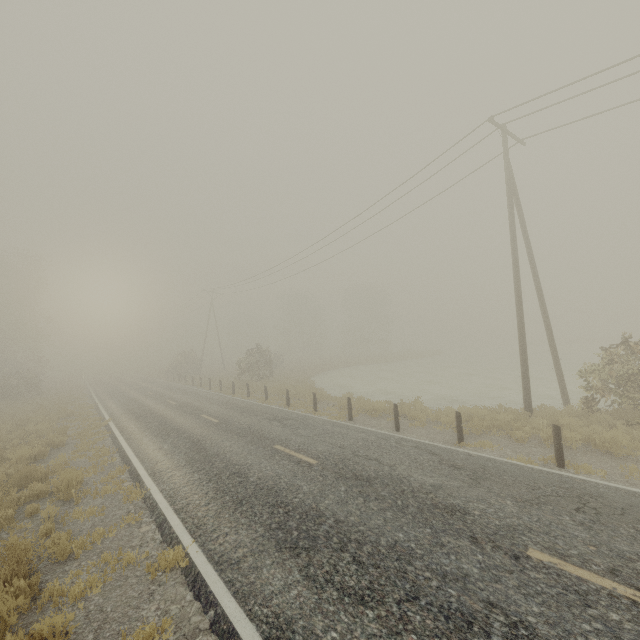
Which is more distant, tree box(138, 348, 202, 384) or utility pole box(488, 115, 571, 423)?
tree box(138, 348, 202, 384)

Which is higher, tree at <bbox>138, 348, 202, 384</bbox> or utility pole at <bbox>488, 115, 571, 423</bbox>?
utility pole at <bbox>488, 115, 571, 423</bbox>

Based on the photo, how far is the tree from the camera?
40.56m

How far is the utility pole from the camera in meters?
12.7

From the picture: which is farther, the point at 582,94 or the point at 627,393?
the point at 582,94

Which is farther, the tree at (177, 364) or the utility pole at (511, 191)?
the tree at (177, 364)

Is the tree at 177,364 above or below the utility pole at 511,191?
below
